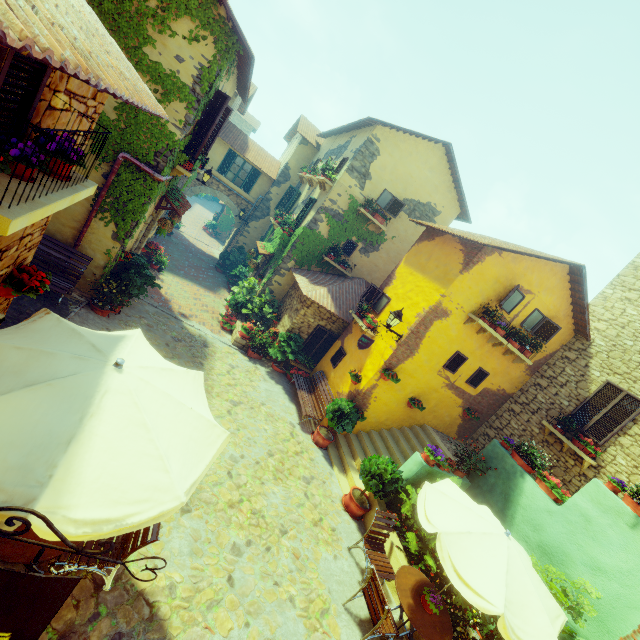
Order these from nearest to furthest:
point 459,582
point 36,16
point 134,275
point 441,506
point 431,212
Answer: point 36,16
point 459,582
point 441,506
point 134,275
point 431,212

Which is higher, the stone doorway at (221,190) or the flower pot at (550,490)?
the flower pot at (550,490)

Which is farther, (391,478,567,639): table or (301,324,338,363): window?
(301,324,338,363): window

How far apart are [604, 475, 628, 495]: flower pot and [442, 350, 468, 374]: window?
4.3 meters

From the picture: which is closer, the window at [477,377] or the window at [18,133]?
the window at [18,133]

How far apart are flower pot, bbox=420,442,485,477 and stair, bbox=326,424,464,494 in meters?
1.1 m

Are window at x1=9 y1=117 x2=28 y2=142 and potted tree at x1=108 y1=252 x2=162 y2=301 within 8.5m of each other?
yes

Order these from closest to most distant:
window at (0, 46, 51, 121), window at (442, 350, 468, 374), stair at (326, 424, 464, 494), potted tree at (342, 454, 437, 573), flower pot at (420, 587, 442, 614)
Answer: window at (0, 46, 51, 121) → flower pot at (420, 587, 442, 614) → potted tree at (342, 454, 437, 573) → stair at (326, 424, 464, 494) → window at (442, 350, 468, 374)
